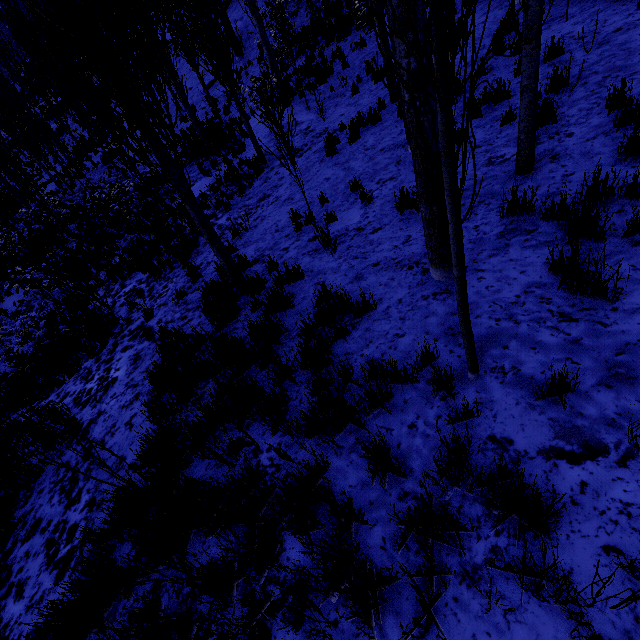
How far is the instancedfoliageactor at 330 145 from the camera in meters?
8.6

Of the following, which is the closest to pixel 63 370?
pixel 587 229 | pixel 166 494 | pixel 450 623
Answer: pixel 166 494

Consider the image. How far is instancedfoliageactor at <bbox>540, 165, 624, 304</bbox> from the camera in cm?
254

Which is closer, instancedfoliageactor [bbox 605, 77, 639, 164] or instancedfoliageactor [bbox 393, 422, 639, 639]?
instancedfoliageactor [bbox 393, 422, 639, 639]

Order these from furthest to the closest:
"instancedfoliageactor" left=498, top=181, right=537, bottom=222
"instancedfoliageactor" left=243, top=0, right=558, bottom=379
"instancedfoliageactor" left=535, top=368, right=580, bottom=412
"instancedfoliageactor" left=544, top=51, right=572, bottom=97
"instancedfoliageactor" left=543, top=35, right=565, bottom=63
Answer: "instancedfoliageactor" left=543, top=35, right=565, bottom=63, "instancedfoliageactor" left=544, top=51, right=572, bottom=97, "instancedfoliageactor" left=498, top=181, right=537, bottom=222, "instancedfoliageactor" left=535, top=368, right=580, bottom=412, "instancedfoliageactor" left=243, top=0, right=558, bottom=379

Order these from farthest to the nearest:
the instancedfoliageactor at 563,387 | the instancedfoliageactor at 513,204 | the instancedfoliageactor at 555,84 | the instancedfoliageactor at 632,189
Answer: the instancedfoliageactor at 555,84
the instancedfoliageactor at 513,204
the instancedfoliageactor at 632,189
the instancedfoliageactor at 563,387
